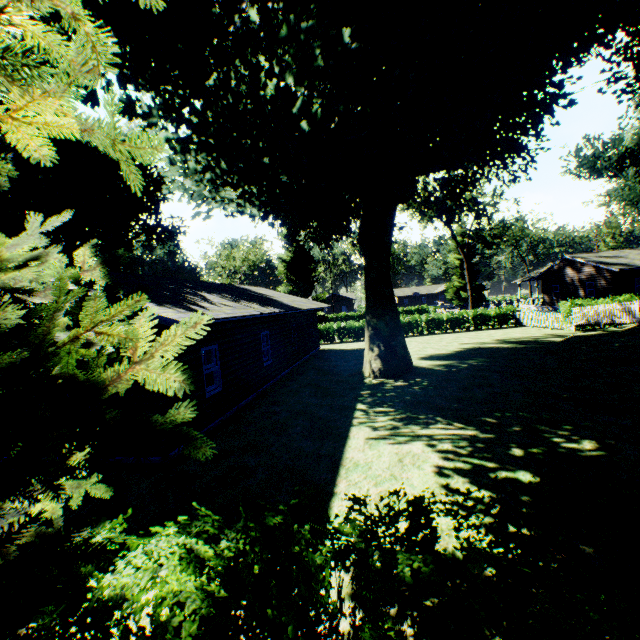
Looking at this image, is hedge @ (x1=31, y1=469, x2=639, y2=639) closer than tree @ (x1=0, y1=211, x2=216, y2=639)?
No

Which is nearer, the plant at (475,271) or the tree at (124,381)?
the tree at (124,381)

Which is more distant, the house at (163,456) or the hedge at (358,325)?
the hedge at (358,325)

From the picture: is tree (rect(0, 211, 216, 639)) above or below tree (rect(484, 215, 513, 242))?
below

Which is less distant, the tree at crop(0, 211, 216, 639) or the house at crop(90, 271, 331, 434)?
the tree at crop(0, 211, 216, 639)

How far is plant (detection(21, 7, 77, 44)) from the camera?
6.2 meters

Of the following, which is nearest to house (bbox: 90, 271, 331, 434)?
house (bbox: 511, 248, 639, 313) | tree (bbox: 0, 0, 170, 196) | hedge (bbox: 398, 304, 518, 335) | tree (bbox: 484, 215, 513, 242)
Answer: hedge (bbox: 398, 304, 518, 335)

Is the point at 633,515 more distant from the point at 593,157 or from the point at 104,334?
the point at 593,157
